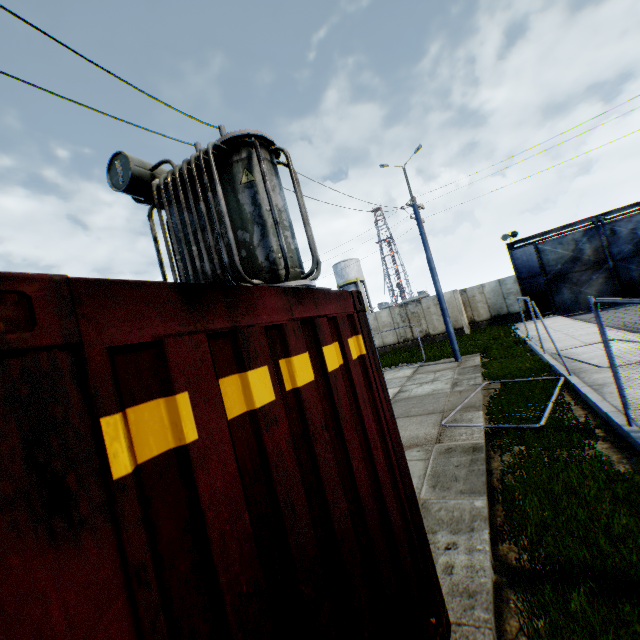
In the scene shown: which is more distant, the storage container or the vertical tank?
the vertical tank

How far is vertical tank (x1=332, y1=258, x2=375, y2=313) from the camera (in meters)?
45.44

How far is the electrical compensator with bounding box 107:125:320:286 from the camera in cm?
531

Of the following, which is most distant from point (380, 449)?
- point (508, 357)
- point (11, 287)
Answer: point (508, 357)

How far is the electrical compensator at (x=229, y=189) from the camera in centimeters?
531cm

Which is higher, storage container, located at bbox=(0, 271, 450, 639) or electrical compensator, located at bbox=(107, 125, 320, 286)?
electrical compensator, located at bbox=(107, 125, 320, 286)

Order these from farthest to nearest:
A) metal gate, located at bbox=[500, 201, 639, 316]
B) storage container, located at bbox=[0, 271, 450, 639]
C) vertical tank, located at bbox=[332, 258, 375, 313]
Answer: vertical tank, located at bbox=[332, 258, 375, 313]
metal gate, located at bbox=[500, 201, 639, 316]
storage container, located at bbox=[0, 271, 450, 639]

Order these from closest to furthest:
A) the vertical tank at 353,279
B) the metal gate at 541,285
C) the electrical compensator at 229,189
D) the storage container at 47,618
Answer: the storage container at 47,618 < the electrical compensator at 229,189 < the metal gate at 541,285 < the vertical tank at 353,279
